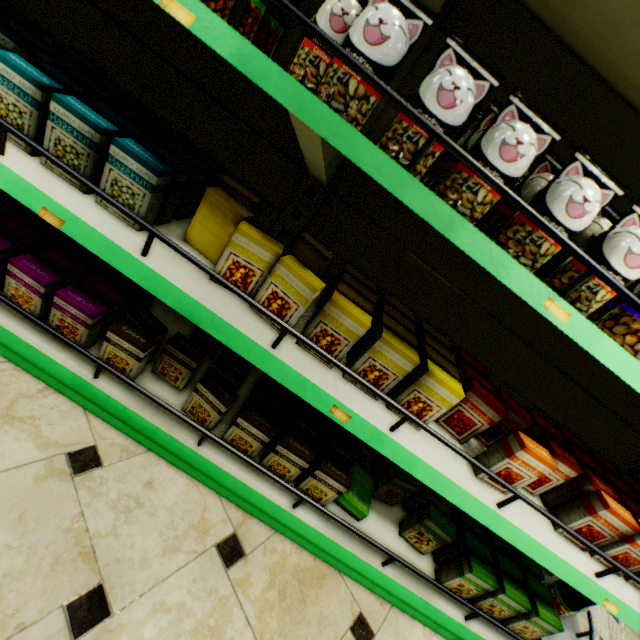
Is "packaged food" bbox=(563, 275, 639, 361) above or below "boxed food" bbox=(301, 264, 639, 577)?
above

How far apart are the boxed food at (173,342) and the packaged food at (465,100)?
1.0m

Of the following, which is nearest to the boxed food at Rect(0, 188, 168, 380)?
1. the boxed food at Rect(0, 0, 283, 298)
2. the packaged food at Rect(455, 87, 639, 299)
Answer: the boxed food at Rect(0, 0, 283, 298)

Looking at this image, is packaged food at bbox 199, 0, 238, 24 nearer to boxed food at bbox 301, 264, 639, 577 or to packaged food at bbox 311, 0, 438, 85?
packaged food at bbox 311, 0, 438, 85

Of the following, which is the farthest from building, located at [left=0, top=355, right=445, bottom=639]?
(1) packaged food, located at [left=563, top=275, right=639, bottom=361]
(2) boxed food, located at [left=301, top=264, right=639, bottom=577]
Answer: (1) packaged food, located at [left=563, top=275, right=639, bottom=361]

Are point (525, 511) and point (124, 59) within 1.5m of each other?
no

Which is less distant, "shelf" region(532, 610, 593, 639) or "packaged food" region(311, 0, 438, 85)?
"packaged food" region(311, 0, 438, 85)
